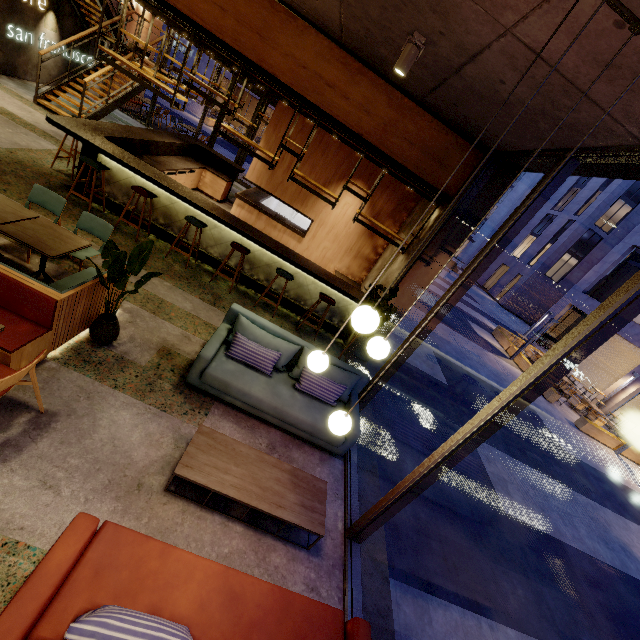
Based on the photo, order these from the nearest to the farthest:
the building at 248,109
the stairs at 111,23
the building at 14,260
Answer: the building at 14,260
the stairs at 111,23
the building at 248,109

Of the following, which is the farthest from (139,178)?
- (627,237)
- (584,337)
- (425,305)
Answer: (627,237)

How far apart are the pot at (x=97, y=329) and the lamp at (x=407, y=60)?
4.3 meters

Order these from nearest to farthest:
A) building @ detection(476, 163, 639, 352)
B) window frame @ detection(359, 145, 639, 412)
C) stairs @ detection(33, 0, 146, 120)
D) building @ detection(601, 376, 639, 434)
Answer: window frame @ detection(359, 145, 639, 412)
stairs @ detection(33, 0, 146, 120)
building @ detection(601, 376, 639, 434)
building @ detection(476, 163, 639, 352)

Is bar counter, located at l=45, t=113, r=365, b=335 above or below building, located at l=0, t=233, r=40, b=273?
above

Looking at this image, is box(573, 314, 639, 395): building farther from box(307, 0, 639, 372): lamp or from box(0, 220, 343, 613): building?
box(307, 0, 639, 372): lamp

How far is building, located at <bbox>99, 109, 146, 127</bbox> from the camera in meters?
11.5 m
